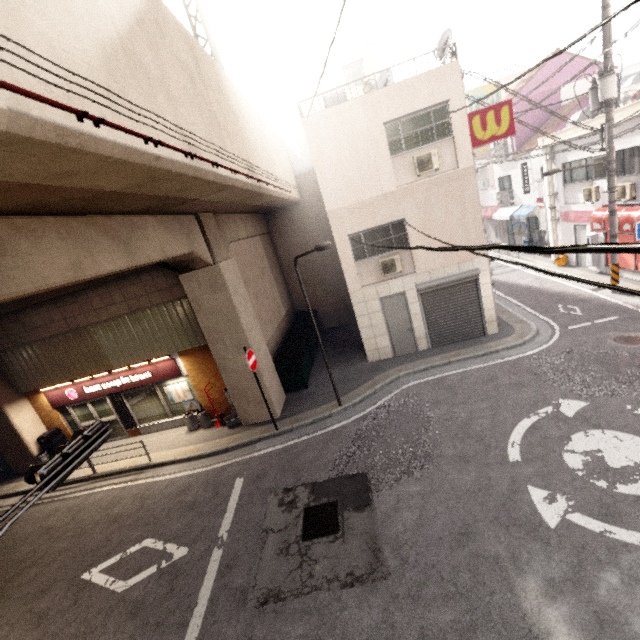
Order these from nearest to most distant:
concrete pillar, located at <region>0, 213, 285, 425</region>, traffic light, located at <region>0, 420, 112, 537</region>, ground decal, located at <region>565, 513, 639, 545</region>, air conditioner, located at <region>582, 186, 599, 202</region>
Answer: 1. traffic light, located at <region>0, 420, 112, 537</region>
2. concrete pillar, located at <region>0, 213, 285, 425</region>
3. ground decal, located at <region>565, 513, 639, 545</region>
4. air conditioner, located at <region>582, 186, 599, 202</region>

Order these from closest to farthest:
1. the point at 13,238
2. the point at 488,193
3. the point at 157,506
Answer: the point at 13,238 < the point at 157,506 < the point at 488,193

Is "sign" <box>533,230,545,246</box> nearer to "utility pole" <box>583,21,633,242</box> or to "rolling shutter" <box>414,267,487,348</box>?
"utility pole" <box>583,21,633,242</box>

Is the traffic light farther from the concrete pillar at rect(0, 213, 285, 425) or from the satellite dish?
the satellite dish

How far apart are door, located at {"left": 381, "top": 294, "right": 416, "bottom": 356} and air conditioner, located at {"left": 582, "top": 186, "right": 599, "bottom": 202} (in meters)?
9.65

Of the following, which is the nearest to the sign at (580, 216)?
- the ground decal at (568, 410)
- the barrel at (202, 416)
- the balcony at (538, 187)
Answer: the balcony at (538, 187)

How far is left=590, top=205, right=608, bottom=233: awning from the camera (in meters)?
12.85

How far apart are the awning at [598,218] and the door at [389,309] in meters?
8.5 m
